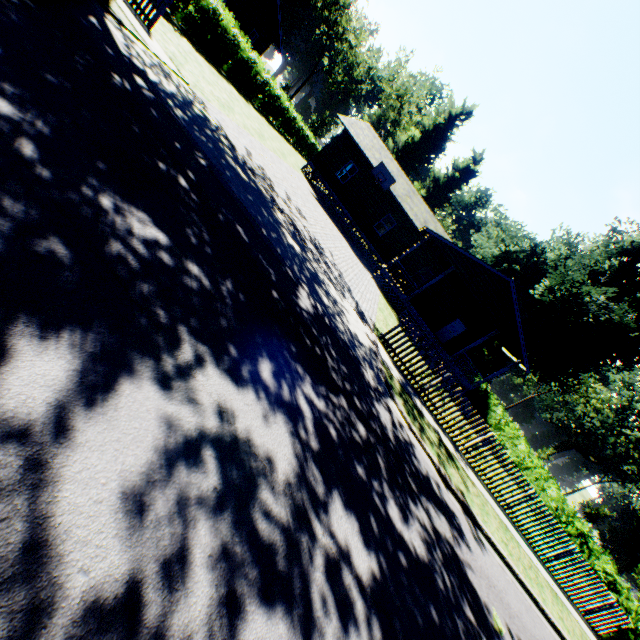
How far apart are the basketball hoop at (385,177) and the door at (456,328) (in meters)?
11.43

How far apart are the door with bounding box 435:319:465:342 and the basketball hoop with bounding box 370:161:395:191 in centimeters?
1143cm

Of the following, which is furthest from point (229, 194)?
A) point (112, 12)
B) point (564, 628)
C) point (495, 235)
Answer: point (495, 235)

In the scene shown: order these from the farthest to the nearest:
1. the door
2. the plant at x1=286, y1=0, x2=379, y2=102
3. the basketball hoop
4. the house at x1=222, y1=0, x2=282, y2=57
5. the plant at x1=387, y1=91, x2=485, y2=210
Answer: the plant at x1=387, y1=91, x2=485, y2=210, the plant at x1=286, y1=0, x2=379, y2=102, the door, the house at x1=222, y1=0, x2=282, y2=57, the basketball hoop

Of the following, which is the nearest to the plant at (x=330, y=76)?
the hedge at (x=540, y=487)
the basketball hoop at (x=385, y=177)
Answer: the hedge at (x=540, y=487)

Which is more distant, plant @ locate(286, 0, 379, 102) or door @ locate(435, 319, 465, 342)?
plant @ locate(286, 0, 379, 102)

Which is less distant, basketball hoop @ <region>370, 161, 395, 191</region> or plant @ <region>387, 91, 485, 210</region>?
basketball hoop @ <region>370, 161, 395, 191</region>

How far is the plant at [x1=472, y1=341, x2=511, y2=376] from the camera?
44.65m
